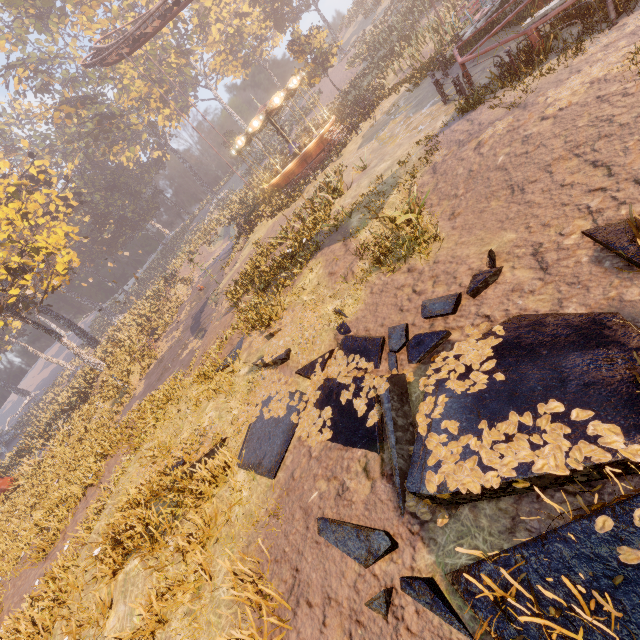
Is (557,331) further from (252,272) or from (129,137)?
(129,137)

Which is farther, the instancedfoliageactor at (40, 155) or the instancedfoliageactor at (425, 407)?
the instancedfoliageactor at (40, 155)

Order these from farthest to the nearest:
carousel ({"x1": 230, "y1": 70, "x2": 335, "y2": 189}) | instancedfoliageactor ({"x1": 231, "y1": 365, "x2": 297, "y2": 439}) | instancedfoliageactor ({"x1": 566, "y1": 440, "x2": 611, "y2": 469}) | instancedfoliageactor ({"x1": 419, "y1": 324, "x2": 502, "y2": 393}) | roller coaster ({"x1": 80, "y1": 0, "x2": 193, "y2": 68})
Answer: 1. roller coaster ({"x1": 80, "y1": 0, "x2": 193, "y2": 68})
2. carousel ({"x1": 230, "y1": 70, "x2": 335, "y2": 189})
3. instancedfoliageactor ({"x1": 231, "y1": 365, "x2": 297, "y2": 439})
4. instancedfoliageactor ({"x1": 419, "y1": 324, "x2": 502, "y2": 393})
5. instancedfoliageactor ({"x1": 566, "y1": 440, "x2": 611, "y2": 469})

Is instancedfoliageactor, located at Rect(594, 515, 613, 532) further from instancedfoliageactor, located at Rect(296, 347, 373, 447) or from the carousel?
the carousel

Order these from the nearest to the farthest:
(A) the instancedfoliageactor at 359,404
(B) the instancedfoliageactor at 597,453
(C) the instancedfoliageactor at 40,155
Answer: (B) the instancedfoliageactor at 597,453, (A) the instancedfoliageactor at 359,404, (C) the instancedfoliageactor at 40,155

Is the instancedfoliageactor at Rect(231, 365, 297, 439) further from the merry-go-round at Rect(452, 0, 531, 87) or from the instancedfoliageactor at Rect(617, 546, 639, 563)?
the merry-go-round at Rect(452, 0, 531, 87)

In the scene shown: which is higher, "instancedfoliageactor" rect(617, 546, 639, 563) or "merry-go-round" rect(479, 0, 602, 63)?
"merry-go-round" rect(479, 0, 602, 63)

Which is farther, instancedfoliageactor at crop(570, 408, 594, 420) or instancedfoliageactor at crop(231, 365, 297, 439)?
instancedfoliageactor at crop(231, 365, 297, 439)
